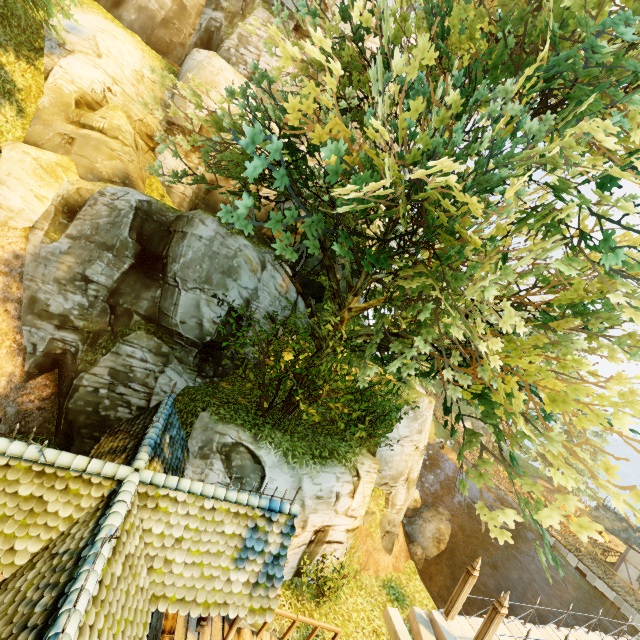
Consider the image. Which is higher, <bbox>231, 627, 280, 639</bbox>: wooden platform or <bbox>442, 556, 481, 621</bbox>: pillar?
<bbox>442, 556, 481, 621</bbox>: pillar

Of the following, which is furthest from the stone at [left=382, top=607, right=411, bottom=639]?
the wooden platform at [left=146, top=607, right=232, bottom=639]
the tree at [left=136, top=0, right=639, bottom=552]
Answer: the tree at [left=136, top=0, right=639, bottom=552]

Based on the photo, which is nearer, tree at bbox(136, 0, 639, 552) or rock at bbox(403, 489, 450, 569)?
tree at bbox(136, 0, 639, 552)

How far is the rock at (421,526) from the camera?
21.8m

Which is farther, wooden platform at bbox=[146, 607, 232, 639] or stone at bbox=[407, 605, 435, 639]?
stone at bbox=[407, 605, 435, 639]

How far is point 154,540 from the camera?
6.11m

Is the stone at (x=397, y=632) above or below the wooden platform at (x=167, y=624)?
below

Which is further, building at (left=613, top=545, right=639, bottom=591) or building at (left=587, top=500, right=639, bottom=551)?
building at (left=587, top=500, right=639, bottom=551)
